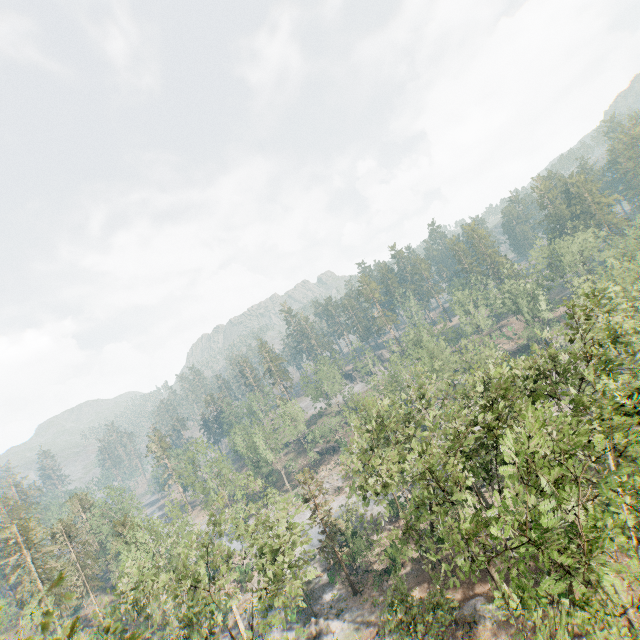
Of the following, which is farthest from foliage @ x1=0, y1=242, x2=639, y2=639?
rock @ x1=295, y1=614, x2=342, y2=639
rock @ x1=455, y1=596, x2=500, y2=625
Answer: rock @ x1=295, y1=614, x2=342, y2=639

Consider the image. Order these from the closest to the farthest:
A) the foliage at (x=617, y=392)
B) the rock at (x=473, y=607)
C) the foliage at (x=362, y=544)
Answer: the foliage at (x=617, y=392) < the foliage at (x=362, y=544) < the rock at (x=473, y=607)

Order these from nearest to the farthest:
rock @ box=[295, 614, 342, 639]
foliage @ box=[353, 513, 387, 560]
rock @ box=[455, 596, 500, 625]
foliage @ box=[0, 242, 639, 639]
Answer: foliage @ box=[0, 242, 639, 639] → foliage @ box=[353, 513, 387, 560] → rock @ box=[455, 596, 500, 625] → rock @ box=[295, 614, 342, 639]

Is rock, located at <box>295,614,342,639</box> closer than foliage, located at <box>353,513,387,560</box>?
No

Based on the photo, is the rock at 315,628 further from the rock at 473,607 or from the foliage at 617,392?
the rock at 473,607

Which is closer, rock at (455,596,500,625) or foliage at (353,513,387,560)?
foliage at (353,513,387,560)

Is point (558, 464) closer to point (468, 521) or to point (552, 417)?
point (552, 417)
